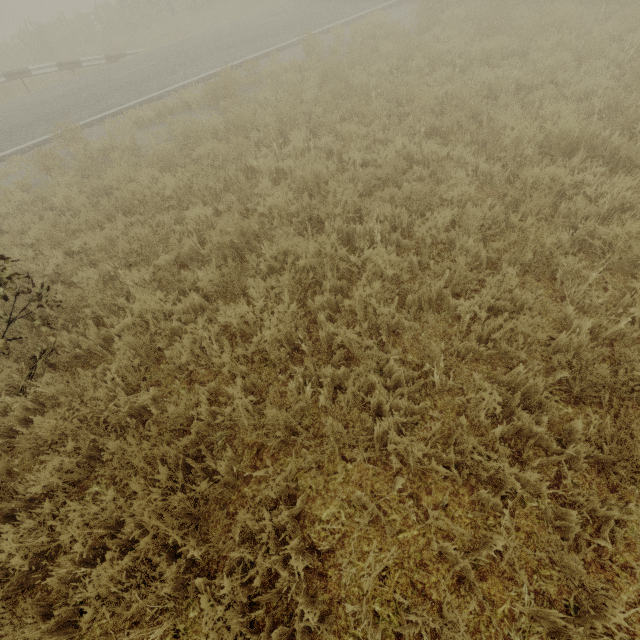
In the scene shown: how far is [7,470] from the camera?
3.2 meters
